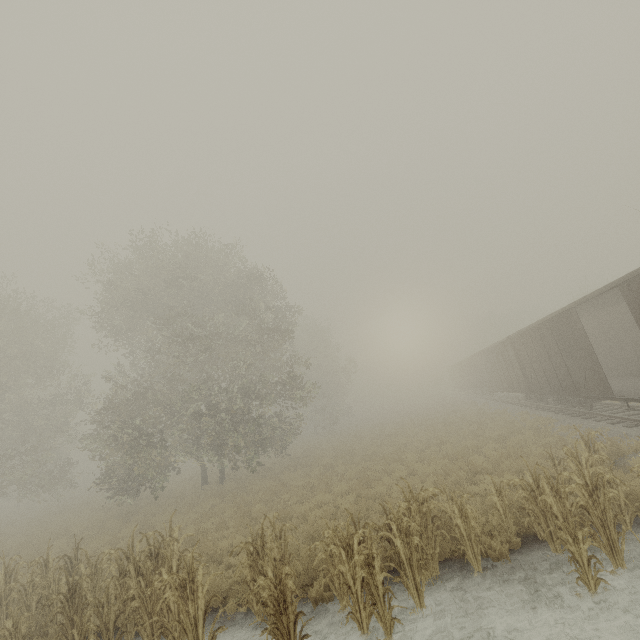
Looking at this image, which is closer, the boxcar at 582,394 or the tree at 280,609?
the tree at 280,609

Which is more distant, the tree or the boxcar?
the boxcar

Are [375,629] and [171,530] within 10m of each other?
yes
